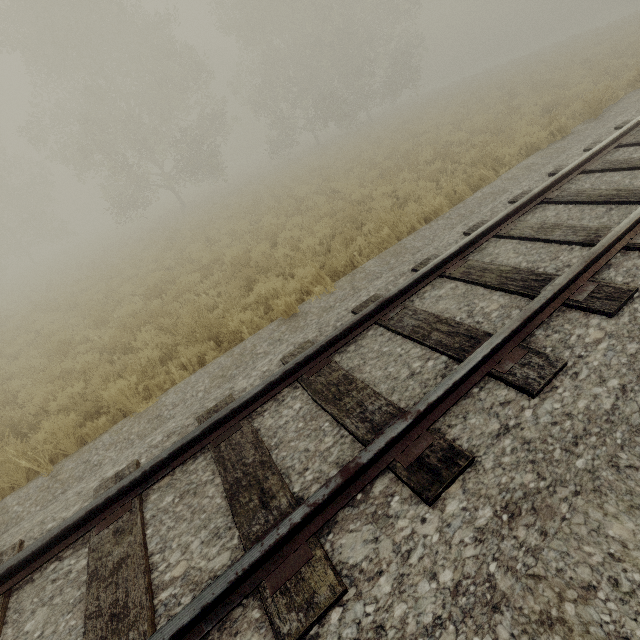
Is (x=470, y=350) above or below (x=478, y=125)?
above
